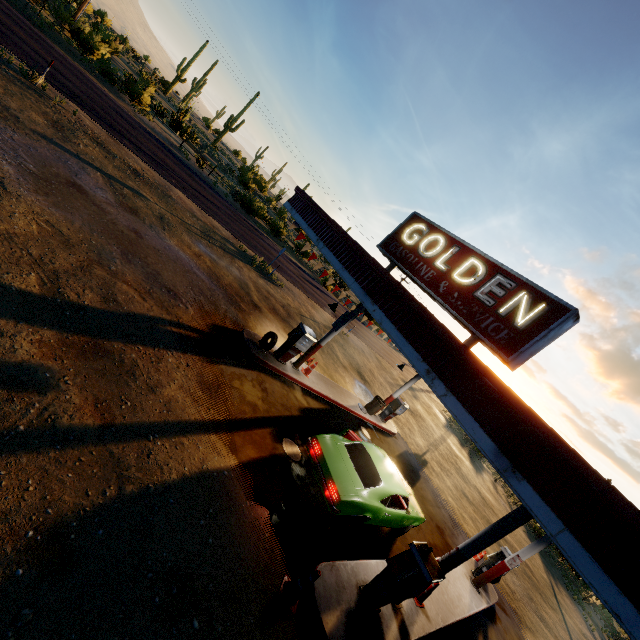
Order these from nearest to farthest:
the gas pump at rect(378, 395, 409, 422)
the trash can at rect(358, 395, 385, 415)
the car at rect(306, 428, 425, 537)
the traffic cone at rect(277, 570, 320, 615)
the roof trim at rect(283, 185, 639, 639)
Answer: the roof trim at rect(283, 185, 639, 639)
the traffic cone at rect(277, 570, 320, 615)
the car at rect(306, 428, 425, 537)
the trash can at rect(358, 395, 385, 415)
the gas pump at rect(378, 395, 409, 422)

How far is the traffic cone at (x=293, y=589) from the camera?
5.18m

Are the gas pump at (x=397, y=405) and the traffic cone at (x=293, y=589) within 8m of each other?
no

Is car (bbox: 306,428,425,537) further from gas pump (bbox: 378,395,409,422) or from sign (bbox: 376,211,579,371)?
gas pump (bbox: 378,395,409,422)

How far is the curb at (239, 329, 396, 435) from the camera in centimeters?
1062cm

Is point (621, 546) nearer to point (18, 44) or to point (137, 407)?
point (137, 407)

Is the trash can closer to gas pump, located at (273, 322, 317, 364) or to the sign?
gas pump, located at (273, 322, 317, 364)

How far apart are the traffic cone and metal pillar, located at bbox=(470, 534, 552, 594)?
8.92m
